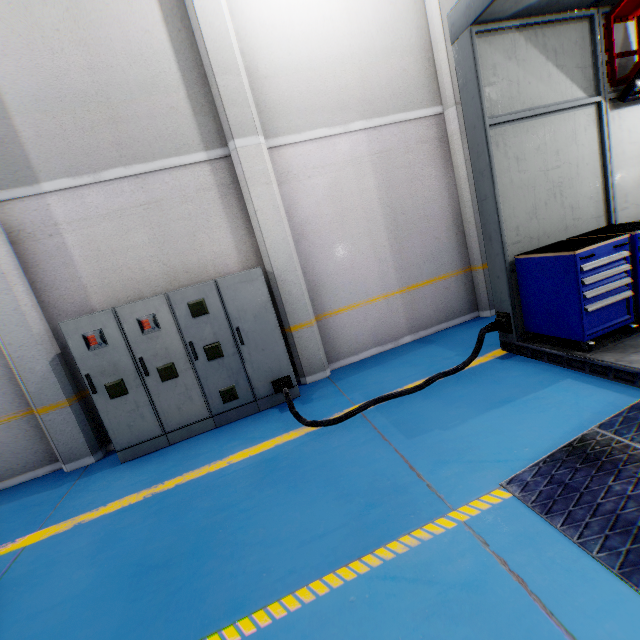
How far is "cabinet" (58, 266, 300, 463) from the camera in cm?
444

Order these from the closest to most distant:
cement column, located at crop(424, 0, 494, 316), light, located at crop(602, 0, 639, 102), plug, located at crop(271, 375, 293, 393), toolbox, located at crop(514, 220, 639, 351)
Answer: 1. toolbox, located at crop(514, 220, 639, 351)
2. light, located at crop(602, 0, 639, 102)
3. plug, located at crop(271, 375, 293, 393)
4. cement column, located at crop(424, 0, 494, 316)

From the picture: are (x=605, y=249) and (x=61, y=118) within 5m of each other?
no

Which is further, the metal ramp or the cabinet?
the cabinet

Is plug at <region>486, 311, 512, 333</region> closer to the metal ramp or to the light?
the metal ramp

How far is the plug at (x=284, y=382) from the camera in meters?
4.9 m

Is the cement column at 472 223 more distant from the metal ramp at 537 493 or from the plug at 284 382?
the plug at 284 382

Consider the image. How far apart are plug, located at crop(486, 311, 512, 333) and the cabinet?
3.0 meters
